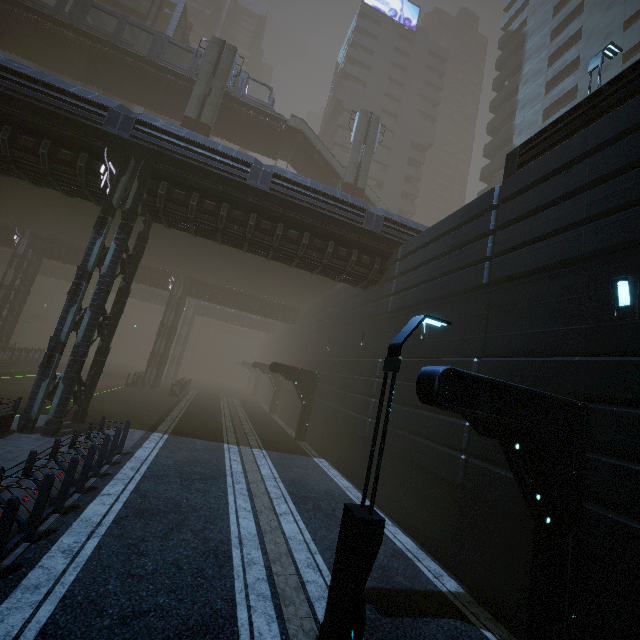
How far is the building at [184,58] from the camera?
43.0 meters

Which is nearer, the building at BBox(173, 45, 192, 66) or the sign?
the building at BBox(173, 45, 192, 66)

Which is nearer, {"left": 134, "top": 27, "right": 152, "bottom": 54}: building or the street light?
the street light

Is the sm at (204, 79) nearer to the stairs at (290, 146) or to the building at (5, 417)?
the stairs at (290, 146)

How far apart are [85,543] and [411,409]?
9.9m

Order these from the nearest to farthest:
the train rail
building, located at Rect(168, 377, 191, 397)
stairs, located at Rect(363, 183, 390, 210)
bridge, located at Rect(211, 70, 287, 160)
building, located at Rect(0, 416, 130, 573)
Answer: building, located at Rect(0, 416, 130, 573) → the train rail → bridge, located at Rect(211, 70, 287, 160) → building, located at Rect(168, 377, 191, 397) → stairs, located at Rect(363, 183, 390, 210)

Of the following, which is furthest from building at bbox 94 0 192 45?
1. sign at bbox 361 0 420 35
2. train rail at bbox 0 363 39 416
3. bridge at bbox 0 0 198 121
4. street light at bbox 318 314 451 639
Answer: street light at bbox 318 314 451 639

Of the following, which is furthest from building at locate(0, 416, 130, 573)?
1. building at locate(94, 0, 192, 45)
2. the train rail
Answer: building at locate(94, 0, 192, 45)
